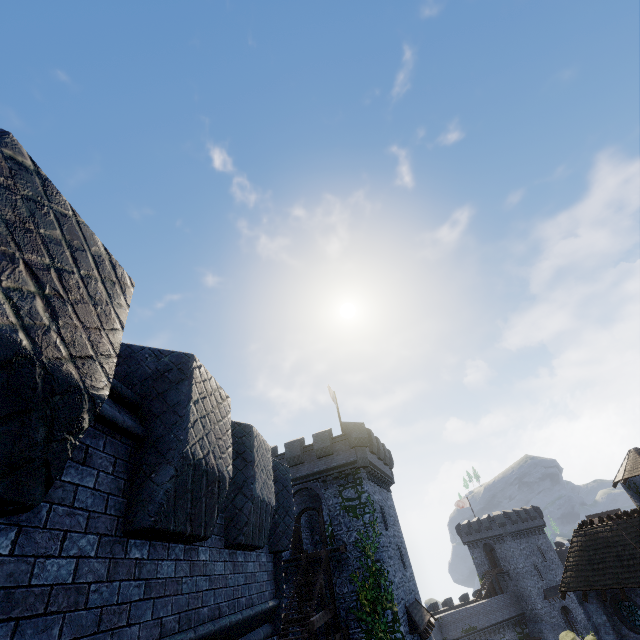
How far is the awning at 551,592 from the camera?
49.03m

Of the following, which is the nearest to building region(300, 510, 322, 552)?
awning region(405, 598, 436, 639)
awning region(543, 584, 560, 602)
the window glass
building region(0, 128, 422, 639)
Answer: awning region(405, 598, 436, 639)

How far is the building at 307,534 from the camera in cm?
2840

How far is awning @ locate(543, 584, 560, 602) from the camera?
49.03m

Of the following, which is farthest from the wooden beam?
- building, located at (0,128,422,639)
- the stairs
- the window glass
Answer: the window glass

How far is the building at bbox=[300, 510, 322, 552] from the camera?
28.4m

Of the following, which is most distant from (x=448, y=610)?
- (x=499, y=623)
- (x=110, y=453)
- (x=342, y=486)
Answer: (x=110, y=453)

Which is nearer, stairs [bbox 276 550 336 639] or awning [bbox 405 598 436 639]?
stairs [bbox 276 550 336 639]
